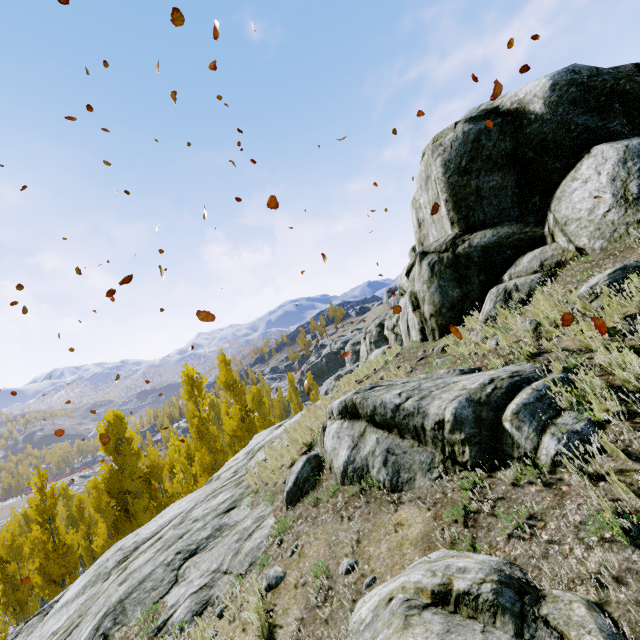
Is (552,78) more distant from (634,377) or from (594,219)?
(634,377)

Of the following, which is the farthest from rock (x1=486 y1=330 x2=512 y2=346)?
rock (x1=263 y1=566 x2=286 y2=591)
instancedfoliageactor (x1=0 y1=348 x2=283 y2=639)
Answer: rock (x1=263 y1=566 x2=286 y2=591)

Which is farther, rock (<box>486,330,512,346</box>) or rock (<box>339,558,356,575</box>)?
rock (<box>486,330,512,346</box>)

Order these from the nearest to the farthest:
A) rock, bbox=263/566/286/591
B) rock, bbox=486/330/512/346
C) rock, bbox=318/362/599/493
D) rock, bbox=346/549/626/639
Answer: rock, bbox=346/549/626/639 < rock, bbox=318/362/599/493 < rock, bbox=263/566/286/591 < rock, bbox=486/330/512/346

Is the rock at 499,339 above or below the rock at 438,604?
above

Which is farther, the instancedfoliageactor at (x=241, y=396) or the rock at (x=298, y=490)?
the instancedfoliageactor at (x=241, y=396)

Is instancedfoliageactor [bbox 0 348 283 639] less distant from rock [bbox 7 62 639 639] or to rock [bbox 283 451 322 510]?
rock [bbox 7 62 639 639]
